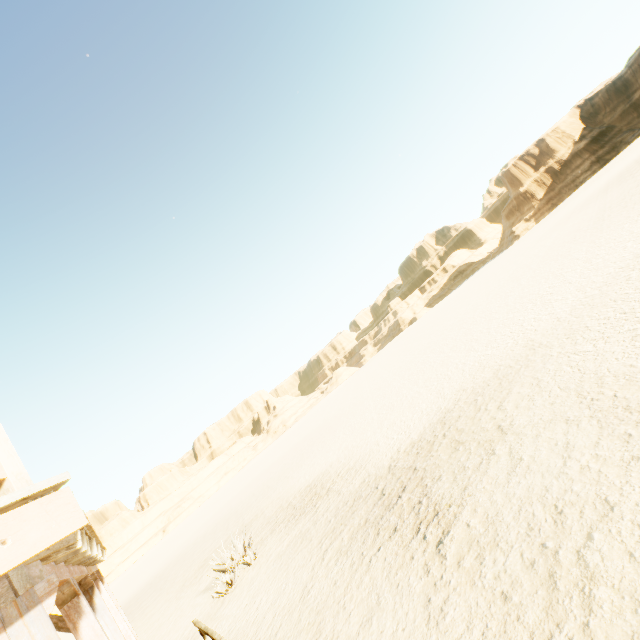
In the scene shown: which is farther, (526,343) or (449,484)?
(526,343)

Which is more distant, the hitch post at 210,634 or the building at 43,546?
the hitch post at 210,634

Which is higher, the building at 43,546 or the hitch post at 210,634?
the building at 43,546

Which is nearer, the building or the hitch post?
the building

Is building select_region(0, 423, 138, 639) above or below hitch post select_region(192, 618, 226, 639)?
above
